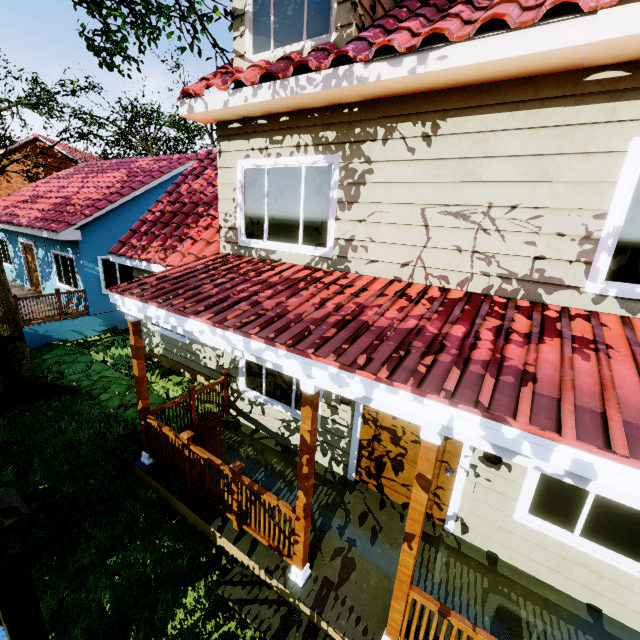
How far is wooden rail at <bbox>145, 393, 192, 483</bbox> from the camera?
5.0m

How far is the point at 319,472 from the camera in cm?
563

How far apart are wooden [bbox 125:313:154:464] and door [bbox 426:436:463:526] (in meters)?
3.51

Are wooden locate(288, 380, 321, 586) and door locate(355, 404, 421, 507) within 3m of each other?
yes

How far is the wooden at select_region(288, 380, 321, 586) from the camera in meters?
3.2 m

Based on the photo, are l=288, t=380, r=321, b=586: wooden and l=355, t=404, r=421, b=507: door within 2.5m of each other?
yes

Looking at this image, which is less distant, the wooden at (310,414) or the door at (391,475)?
the wooden at (310,414)

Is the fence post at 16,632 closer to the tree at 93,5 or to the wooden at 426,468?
the wooden at 426,468
